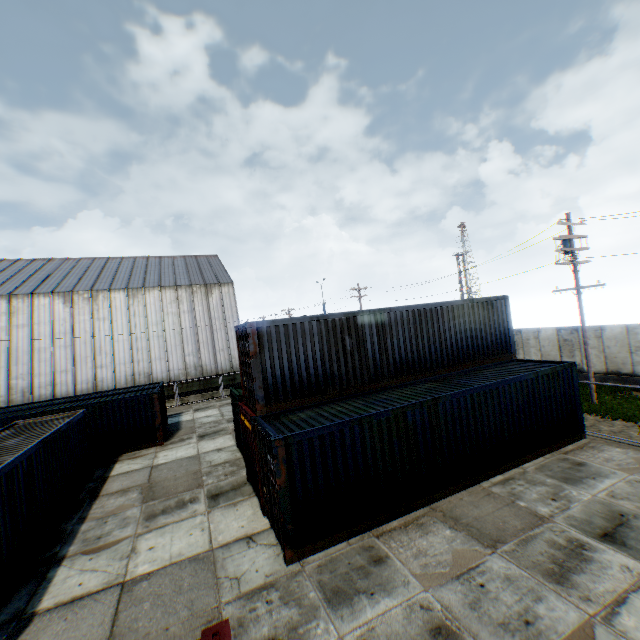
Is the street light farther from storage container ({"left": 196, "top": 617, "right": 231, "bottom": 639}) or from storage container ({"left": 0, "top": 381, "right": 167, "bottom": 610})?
storage container ({"left": 0, "top": 381, "right": 167, "bottom": 610})

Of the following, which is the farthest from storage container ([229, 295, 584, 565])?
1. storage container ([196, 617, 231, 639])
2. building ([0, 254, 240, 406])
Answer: building ([0, 254, 240, 406])

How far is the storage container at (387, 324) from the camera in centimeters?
823cm

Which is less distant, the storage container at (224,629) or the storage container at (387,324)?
the storage container at (224,629)

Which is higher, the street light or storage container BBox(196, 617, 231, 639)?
the street light

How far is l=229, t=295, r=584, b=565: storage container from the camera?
8.2m

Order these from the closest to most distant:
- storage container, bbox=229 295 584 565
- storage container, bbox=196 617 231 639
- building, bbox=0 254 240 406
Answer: storage container, bbox=196 617 231 639
storage container, bbox=229 295 584 565
building, bbox=0 254 240 406

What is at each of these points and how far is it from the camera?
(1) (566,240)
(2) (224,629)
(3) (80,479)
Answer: (1) street light, 16.6m
(2) storage container, 2.9m
(3) storage container, 13.5m
